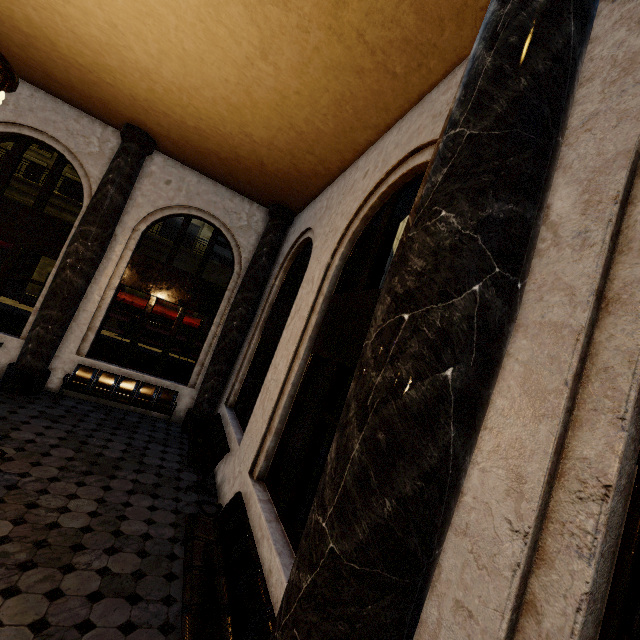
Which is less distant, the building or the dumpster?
the building

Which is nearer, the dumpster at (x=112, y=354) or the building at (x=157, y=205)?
the building at (x=157, y=205)

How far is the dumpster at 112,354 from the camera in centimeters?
1034cm

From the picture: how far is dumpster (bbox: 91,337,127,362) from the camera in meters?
10.3 m

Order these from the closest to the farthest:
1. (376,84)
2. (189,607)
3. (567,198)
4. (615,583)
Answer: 1. (615,583)
2. (567,198)
3. (189,607)
4. (376,84)
